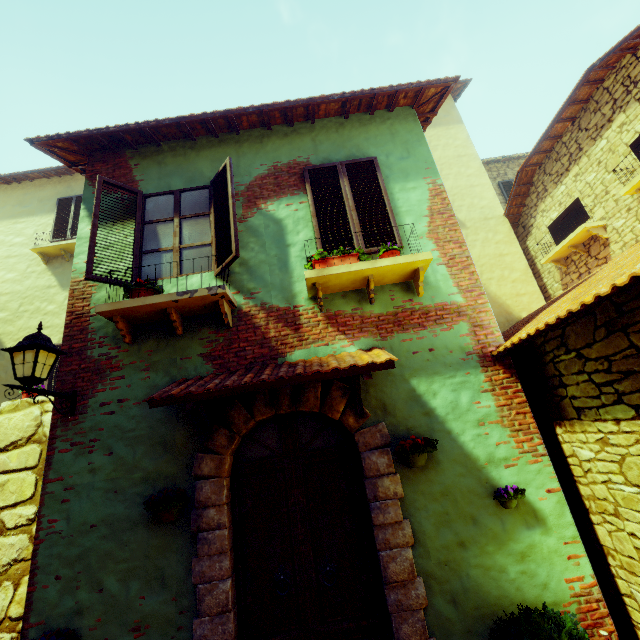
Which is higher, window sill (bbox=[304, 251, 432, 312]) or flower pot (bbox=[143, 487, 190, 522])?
window sill (bbox=[304, 251, 432, 312])

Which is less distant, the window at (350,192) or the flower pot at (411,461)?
the flower pot at (411,461)

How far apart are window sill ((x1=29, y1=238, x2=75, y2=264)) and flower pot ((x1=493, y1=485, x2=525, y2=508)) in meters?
11.0 m

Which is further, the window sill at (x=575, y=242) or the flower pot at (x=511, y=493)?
the window sill at (x=575, y=242)

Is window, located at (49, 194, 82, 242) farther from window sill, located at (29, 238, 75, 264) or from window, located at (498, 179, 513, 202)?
window, located at (498, 179, 513, 202)

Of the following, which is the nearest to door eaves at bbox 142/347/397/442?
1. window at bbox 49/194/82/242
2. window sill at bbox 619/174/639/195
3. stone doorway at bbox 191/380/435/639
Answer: stone doorway at bbox 191/380/435/639

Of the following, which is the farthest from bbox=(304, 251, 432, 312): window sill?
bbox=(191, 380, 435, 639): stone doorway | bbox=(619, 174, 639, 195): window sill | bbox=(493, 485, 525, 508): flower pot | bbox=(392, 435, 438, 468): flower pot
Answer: bbox=(619, 174, 639, 195): window sill

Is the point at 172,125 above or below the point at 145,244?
above
